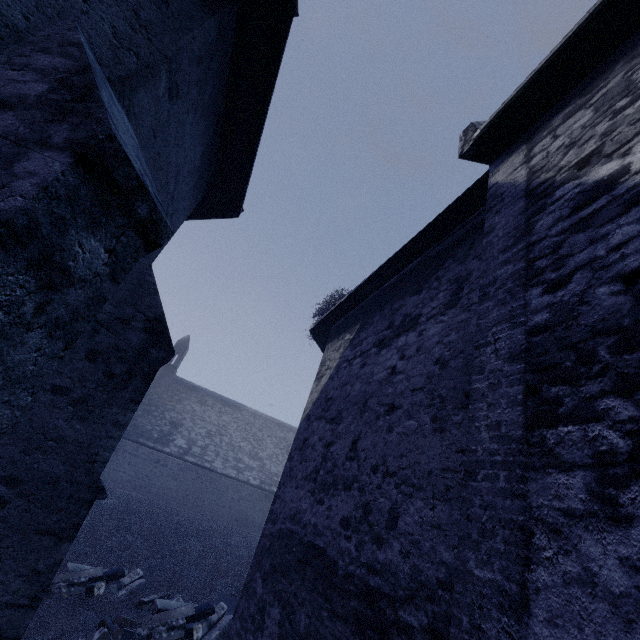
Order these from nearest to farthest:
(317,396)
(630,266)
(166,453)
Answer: (630,266) → (317,396) → (166,453)
